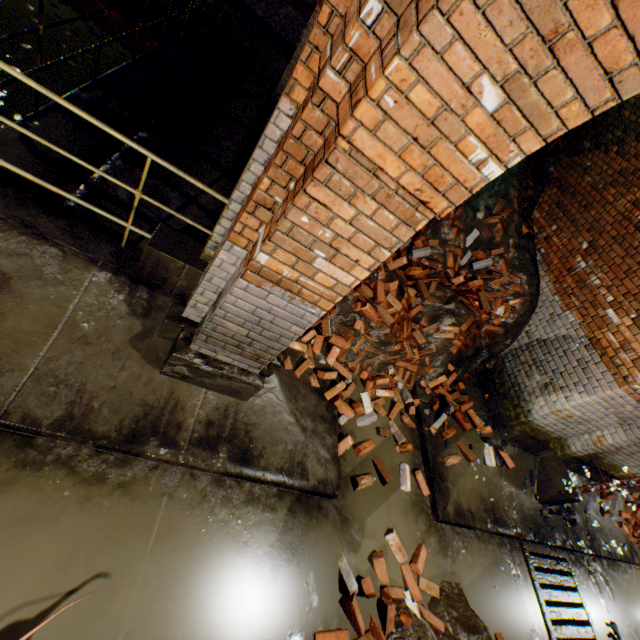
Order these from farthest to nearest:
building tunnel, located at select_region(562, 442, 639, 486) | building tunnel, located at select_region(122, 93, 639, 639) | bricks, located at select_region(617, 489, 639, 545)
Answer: bricks, located at select_region(617, 489, 639, 545), building tunnel, located at select_region(562, 442, 639, 486), building tunnel, located at select_region(122, 93, 639, 639)

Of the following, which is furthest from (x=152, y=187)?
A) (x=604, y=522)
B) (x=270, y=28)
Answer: (x=604, y=522)

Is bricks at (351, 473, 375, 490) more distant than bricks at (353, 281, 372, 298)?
No

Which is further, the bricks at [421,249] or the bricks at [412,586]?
the bricks at [421,249]

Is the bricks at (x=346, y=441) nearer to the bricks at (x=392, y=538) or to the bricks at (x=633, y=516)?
the bricks at (x=392, y=538)

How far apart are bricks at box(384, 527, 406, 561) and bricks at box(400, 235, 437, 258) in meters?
3.9 m

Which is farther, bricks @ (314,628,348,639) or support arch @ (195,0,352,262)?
bricks @ (314,628,348,639)

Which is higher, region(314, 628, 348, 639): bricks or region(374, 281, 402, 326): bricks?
region(374, 281, 402, 326): bricks
